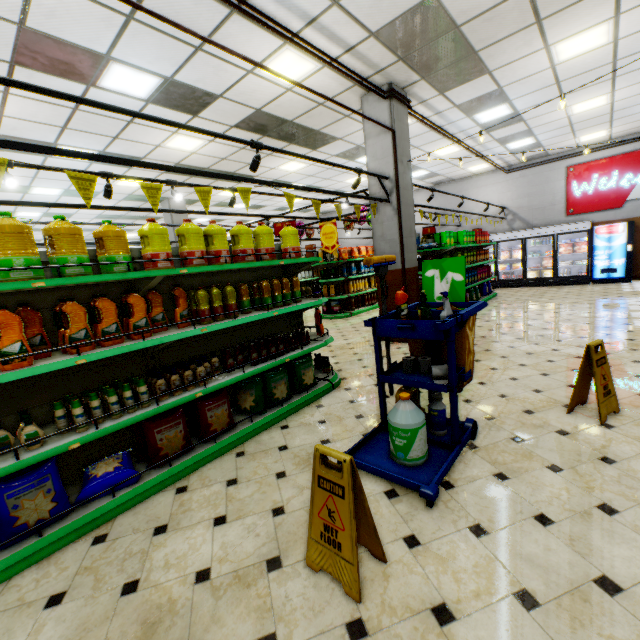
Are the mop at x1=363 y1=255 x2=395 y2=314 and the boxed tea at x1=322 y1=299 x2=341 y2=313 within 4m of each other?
no

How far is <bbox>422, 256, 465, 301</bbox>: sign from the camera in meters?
6.1 m

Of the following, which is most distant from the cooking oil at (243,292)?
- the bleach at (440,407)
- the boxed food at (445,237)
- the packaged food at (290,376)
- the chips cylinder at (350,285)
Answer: the chips cylinder at (350,285)

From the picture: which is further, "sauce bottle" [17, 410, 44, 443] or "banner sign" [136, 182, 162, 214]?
"banner sign" [136, 182, 162, 214]

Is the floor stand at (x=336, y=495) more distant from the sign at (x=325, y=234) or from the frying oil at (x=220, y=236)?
the sign at (x=325, y=234)

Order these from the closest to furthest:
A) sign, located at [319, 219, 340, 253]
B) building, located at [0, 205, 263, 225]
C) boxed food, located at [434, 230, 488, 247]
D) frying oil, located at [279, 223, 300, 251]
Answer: frying oil, located at [279, 223, 300, 251], sign, located at [319, 219, 340, 253], boxed food, located at [434, 230, 488, 247], building, located at [0, 205, 263, 225]

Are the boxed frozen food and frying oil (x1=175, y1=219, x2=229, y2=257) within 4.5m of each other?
no

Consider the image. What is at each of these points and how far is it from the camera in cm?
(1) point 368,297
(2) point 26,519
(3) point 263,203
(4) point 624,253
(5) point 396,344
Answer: (1) chips cylinder, 1183
(2) packaged food, 225
(3) building, 1499
(4) vending machine, 1108
(5) building, 676
